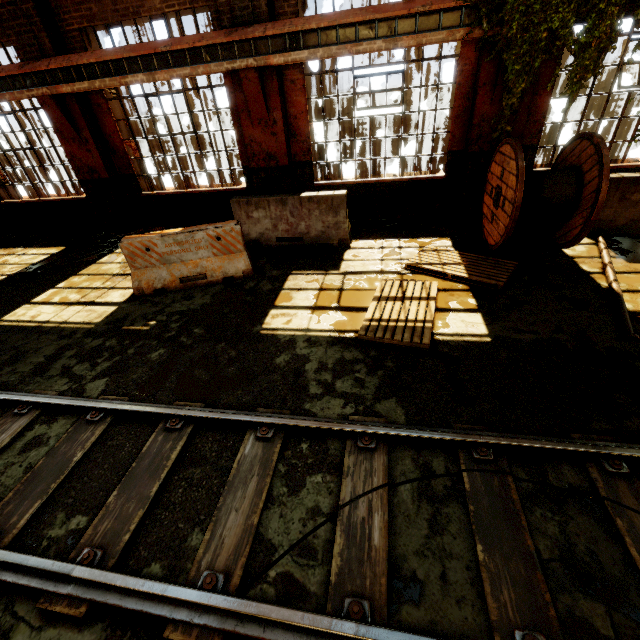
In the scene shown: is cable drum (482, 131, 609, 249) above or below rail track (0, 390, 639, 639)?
above

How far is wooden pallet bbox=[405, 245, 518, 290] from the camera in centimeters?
522cm

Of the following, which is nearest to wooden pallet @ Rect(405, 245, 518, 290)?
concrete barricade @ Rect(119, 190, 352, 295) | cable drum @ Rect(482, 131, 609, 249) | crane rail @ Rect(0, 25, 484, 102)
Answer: cable drum @ Rect(482, 131, 609, 249)

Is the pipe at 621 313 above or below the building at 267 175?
below

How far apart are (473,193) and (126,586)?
8.5 meters

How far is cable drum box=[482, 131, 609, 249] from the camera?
5.03m

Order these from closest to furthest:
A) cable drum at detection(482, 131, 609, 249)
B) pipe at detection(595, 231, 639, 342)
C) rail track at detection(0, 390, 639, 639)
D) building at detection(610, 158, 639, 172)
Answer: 1. rail track at detection(0, 390, 639, 639)
2. pipe at detection(595, 231, 639, 342)
3. cable drum at detection(482, 131, 609, 249)
4. building at detection(610, 158, 639, 172)

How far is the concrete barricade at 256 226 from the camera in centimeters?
583cm
